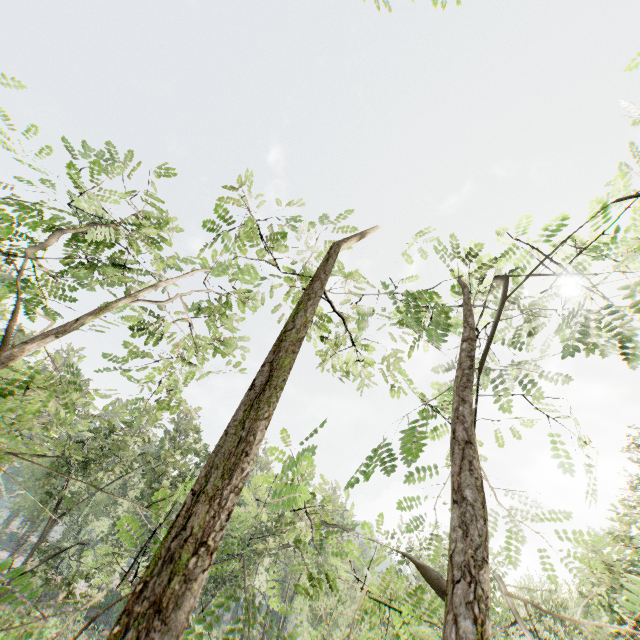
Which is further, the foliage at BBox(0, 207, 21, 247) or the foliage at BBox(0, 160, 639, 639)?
the foliage at BBox(0, 207, 21, 247)

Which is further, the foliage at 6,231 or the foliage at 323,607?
the foliage at 6,231

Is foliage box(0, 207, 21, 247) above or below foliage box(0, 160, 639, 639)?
above

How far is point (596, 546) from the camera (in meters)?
15.81

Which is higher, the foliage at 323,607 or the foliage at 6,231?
the foliage at 6,231
